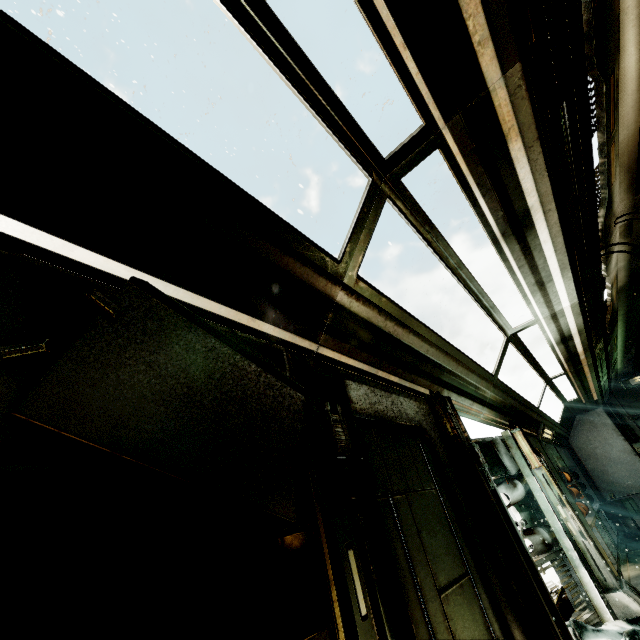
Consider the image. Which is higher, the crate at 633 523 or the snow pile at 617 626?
the crate at 633 523

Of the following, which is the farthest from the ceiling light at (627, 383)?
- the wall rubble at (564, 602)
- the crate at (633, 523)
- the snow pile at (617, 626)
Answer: the snow pile at (617, 626)

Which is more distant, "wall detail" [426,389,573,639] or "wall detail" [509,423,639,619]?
"wall detail" [509,423,639,619]

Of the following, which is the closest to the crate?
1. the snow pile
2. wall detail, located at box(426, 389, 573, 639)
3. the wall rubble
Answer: the wall rubble

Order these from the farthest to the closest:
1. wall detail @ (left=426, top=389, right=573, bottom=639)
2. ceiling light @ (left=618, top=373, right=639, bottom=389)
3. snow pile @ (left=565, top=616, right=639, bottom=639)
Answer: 1. ceiling light @ (left=618, top=373, right=639, bottom=389)
2. snow pile @ (left=565, top=616, right=639, bottom=639)
3. wall detail @ (left=426, top=389, right=573, bottom=639)

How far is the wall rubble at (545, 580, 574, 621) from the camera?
4.8 meters

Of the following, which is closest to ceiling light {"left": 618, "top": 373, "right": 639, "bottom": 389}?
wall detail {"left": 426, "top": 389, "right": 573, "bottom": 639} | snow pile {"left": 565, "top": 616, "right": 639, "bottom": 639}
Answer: snow pile {"left": 565, "top": 616, "right": 639, "bottom": 639}

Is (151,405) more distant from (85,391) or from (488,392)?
(488,392)
